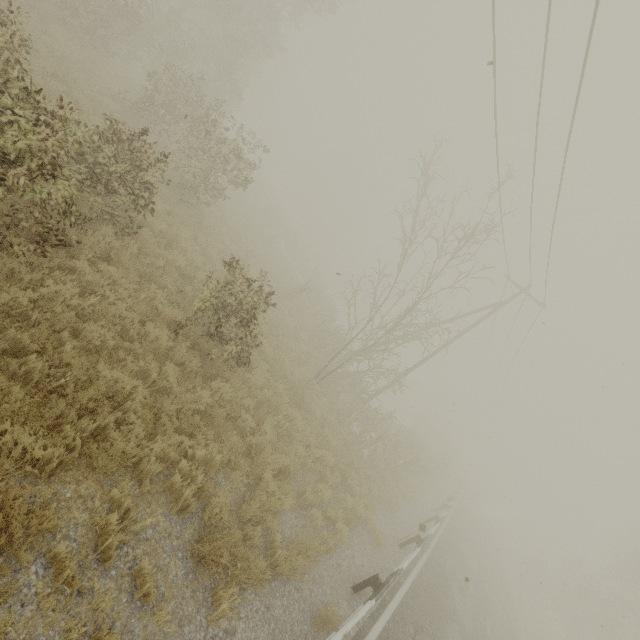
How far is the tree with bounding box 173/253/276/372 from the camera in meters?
7.6

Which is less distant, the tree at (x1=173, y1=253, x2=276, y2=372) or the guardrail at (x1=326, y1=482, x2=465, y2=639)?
the guardrail at (x1=326, y1=482, x2=465, y2=639)

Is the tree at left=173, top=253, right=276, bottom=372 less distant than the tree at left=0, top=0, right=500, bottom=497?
No

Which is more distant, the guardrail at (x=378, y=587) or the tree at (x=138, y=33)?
the guardrail at (x=378, y=587)

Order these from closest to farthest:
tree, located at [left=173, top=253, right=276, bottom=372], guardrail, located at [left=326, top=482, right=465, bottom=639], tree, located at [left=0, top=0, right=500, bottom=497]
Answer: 1. tree, located at [left=0, top=0, right=500, bottom=497]
2. guardrail, located at [left=326, top=482, right=465, bottom=639]
3. tree, located at [left=173, top=253, right=276, bottom=372]

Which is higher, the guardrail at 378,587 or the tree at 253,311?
the tree at 253,311

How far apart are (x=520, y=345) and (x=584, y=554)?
34.1 meters

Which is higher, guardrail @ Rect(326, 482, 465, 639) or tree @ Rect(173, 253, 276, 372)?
tree @ Rect(173, 253, 276, 372)
